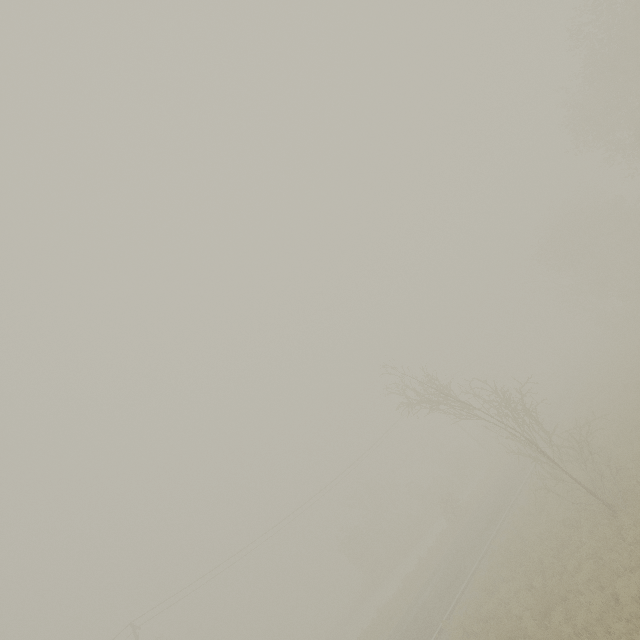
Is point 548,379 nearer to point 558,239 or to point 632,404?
point 558,239
